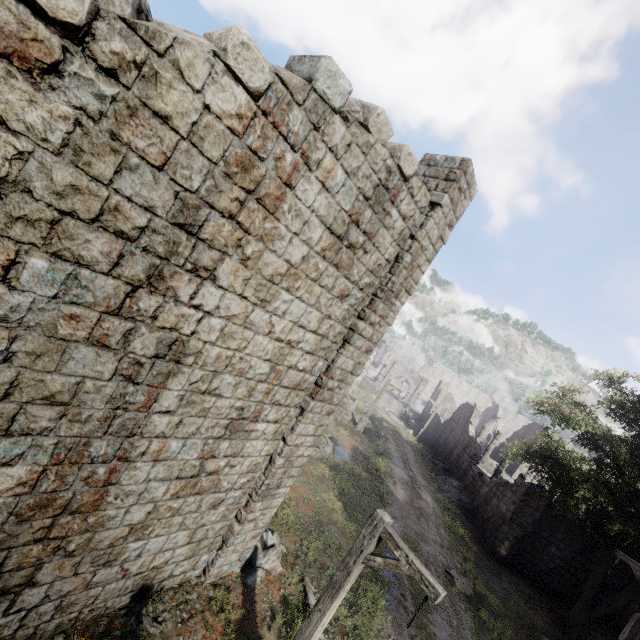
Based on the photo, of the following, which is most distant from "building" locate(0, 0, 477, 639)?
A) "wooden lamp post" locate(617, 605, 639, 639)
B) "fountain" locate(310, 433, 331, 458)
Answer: "fountain" locate(310, 433, 331, 458)

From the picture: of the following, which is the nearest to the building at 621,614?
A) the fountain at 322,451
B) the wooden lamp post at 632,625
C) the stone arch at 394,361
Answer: the stone arch at 394,361

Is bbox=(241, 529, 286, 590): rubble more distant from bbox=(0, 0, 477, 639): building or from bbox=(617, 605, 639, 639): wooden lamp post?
bbox=(617, 605, 639, 639): wooden lamp post

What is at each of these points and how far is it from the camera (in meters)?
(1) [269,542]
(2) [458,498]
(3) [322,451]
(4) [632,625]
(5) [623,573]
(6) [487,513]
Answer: (1) rubble, 10.04
(2) rubble, 23.78
(3) fountain, 17.77
(4) wooden lamp post, 10.71
(5) building, 17.95
(6) building, 21.36

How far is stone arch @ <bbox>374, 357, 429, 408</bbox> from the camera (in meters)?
56.94

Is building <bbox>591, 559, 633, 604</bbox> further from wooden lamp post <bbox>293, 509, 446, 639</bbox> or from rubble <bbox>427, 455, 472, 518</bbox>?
wooden lamp post <bbox>293, 509, 446, 639</bbox>

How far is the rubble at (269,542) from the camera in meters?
8.8

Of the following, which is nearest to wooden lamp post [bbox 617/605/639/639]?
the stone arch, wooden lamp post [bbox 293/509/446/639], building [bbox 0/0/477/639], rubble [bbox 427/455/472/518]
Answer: building [bbox 0/0/477/639]
